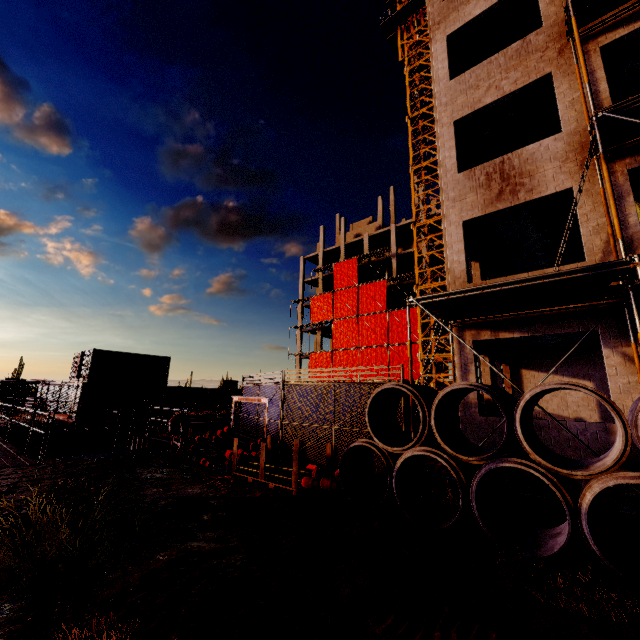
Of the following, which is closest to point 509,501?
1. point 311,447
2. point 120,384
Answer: point 311,447

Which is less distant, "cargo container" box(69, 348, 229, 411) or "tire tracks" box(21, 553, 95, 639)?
"tire tracks" box(21, 553, 95, 639)

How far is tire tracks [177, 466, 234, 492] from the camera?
7.03m

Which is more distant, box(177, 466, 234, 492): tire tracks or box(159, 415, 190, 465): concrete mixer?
box(159, 415, 190, 465): concrete mixer

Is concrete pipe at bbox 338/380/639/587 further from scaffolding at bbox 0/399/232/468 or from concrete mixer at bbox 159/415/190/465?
scaffolding at bbox 0/399/232/468

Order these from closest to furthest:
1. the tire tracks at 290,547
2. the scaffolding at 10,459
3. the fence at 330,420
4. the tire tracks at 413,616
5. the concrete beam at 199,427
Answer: the tire tracks at 413,616 < the tire tracks at 290,547 < the fence at 330,420 < the scaffolding at 10,459 < the concrete beam at 199,427

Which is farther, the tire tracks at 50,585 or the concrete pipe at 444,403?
the concrete pipe at 444,403

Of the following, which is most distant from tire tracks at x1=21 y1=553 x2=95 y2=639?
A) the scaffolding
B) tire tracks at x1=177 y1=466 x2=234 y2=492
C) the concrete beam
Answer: the concrete beam
